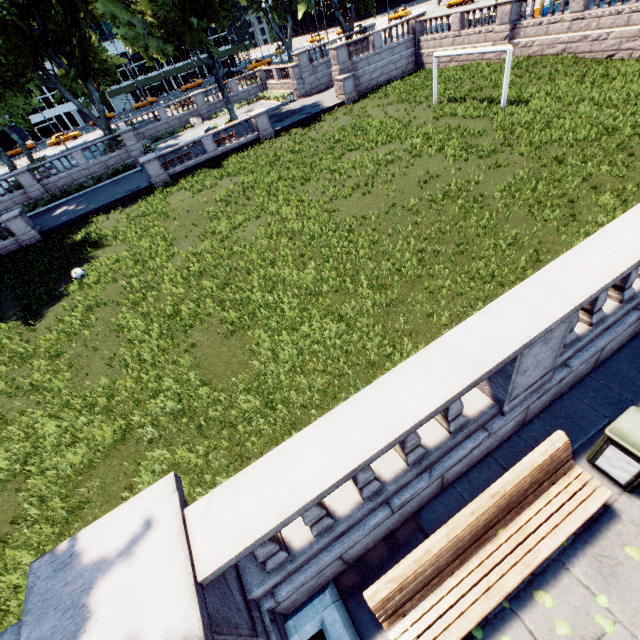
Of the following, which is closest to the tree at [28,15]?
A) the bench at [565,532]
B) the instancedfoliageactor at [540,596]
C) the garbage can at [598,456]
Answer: the bench at [565,532]

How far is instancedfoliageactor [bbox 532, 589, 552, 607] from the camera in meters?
3.5 m

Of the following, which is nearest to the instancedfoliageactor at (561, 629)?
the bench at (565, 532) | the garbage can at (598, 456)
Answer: the bench at (565, 532)

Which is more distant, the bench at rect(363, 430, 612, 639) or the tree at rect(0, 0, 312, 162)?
the tree at rect(0, 0, 312, 162)

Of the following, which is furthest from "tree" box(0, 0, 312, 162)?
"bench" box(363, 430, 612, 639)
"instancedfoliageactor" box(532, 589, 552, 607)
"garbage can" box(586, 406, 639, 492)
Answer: "garbage can" box(586, 406, 639, 492)

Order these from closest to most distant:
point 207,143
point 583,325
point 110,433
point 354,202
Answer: point 583,325
point 110,433
point 354,202
point 207,143

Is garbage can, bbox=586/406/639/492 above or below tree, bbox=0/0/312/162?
below
